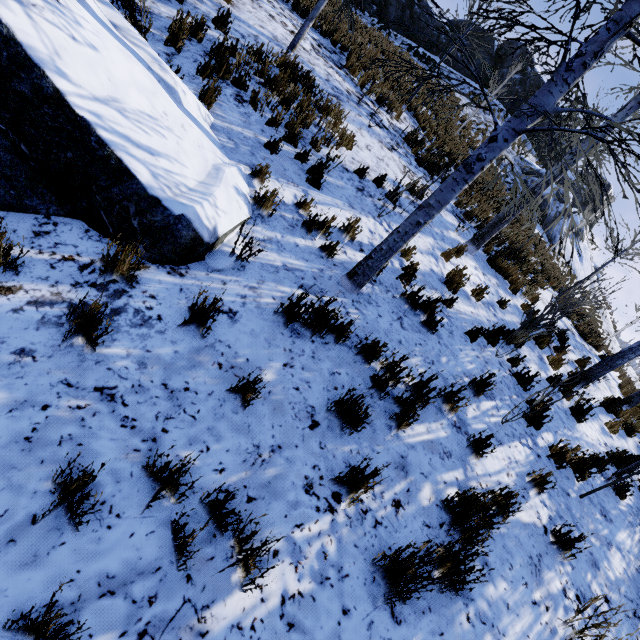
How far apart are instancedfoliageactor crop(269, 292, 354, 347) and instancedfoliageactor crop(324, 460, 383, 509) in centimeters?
126cm

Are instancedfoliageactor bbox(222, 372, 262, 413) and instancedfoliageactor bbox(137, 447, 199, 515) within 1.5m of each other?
yes

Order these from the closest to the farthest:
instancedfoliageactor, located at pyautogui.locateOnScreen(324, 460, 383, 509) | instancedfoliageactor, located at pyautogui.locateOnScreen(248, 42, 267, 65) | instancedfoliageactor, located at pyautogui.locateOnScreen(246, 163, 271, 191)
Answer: instancedfoliageactor, located at pyautogui.locateOnScreen(324, 460, 383, 509)
instancedfoliageactor, located at pyautogui.locateOnScreen(246, 163, 271, 191)
instancedfoliageactor, located at pyautogui.locateOnScreen(248, 42, 267, 65)

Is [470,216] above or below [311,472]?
above

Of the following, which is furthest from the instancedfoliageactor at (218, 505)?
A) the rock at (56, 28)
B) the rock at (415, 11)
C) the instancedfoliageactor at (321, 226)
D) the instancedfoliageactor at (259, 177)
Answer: the rock at (415, 11)

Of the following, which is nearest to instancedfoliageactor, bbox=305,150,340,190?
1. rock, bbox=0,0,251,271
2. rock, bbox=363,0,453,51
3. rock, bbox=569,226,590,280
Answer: rock, bbox=0,0,251,271

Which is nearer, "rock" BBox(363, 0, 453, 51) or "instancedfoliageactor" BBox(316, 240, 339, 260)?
"instancedfoliageactor" BBox(316, 240, 339, 260)

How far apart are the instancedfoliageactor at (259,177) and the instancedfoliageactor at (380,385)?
2.7m
